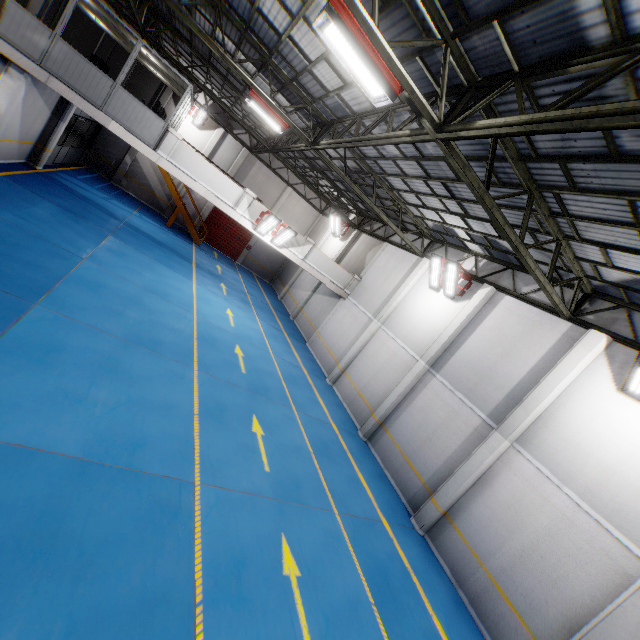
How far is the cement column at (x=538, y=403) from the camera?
9.0m

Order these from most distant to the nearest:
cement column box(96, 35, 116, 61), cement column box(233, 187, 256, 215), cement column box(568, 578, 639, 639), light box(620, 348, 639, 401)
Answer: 1. cement column box(96, 35, 116, 61)
2. cement column box(233, 187, 256, 215)
3. light box(620, 348, 639, 401)
4. cement column box(568, 578, 639, 639)

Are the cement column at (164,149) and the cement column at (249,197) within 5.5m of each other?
yes

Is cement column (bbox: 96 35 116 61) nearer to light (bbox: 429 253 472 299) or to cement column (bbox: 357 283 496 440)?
light (bbox: 429 253 472 299)

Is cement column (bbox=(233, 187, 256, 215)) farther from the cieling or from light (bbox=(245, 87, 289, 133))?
the cieling

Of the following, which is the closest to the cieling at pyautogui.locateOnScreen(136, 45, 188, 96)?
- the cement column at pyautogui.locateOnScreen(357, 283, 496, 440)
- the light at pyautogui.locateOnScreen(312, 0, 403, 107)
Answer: the light at pyautogui.locateOnScreen(312, 0, 403, 107)

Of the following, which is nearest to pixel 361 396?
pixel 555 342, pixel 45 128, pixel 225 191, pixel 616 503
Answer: pixel 555 342

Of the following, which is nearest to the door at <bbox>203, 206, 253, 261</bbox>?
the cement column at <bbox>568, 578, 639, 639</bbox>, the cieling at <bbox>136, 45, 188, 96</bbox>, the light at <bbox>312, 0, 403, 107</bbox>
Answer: the cieling at <bbox>136, 45, 188, 96</bbox>
